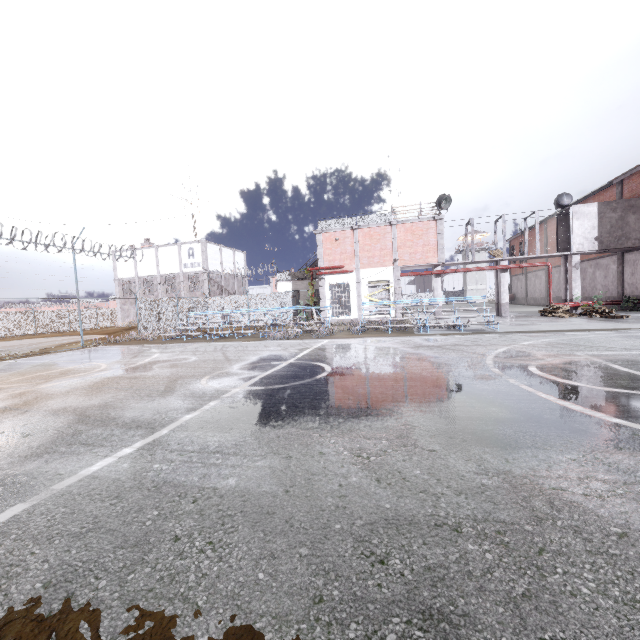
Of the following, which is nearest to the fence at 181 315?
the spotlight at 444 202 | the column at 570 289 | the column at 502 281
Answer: the spotlight at 444 202

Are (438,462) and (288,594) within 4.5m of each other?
yes

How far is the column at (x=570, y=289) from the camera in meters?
21.3

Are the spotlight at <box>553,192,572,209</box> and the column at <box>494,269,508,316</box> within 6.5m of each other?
yes

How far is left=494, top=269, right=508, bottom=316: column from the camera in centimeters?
2240cm

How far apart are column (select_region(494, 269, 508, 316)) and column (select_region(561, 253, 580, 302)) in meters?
3.8 m

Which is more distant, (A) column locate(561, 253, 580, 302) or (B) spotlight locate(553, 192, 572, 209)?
(B) spotlight locate(553, 192, 572, 209)

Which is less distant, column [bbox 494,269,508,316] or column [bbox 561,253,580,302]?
column [bbox 561,253,580,302]
